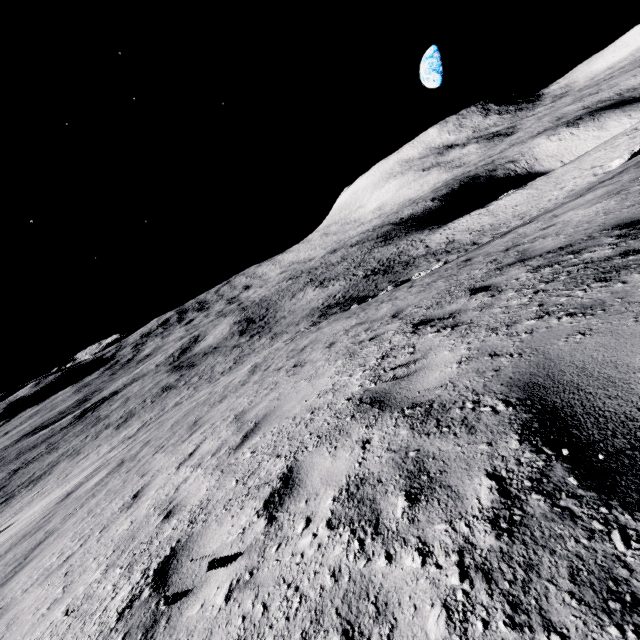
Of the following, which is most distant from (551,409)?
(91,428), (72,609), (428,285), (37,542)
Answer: (91,428)
